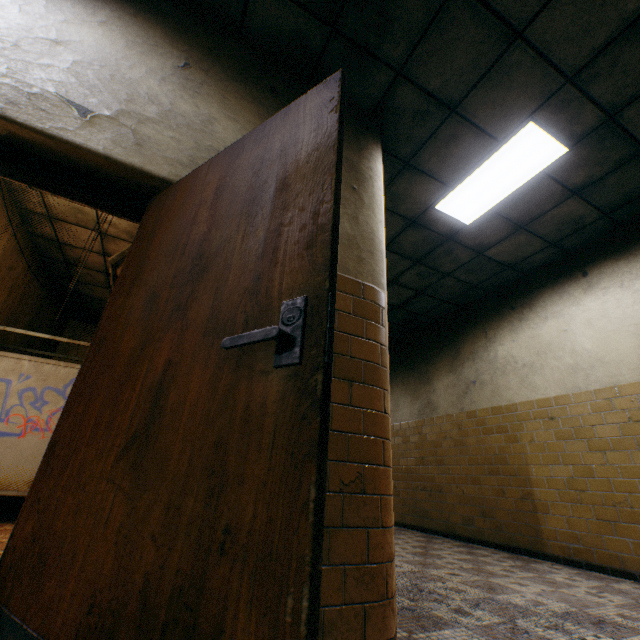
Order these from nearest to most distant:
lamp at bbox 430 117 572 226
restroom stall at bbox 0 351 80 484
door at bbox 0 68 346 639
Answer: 1. door at bbox 0 68 346 639
2. lamp at bbox 430 117 572 226
3. restroom stall at bbox 0 351 80 484

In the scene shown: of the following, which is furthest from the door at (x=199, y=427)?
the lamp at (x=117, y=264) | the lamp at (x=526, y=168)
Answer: the lamp at (x=526, y=168)

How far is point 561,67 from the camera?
2.73m

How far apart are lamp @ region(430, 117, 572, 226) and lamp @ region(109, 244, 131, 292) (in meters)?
3.29

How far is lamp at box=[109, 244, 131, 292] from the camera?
3.7 meters

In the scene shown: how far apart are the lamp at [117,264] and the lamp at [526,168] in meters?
3.3 m

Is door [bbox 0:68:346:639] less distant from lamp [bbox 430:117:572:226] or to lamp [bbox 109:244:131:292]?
lamp [bbox 109:244:131:292]

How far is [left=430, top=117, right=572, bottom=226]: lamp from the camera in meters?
3.3 m
